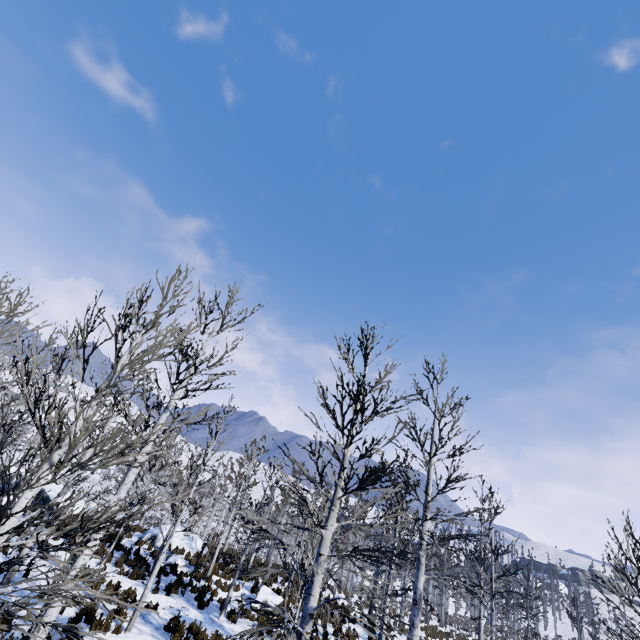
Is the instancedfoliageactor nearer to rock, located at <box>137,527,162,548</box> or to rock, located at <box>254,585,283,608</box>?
rock, located at <box>254,585,283,608</box>

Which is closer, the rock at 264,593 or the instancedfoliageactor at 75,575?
the instancedfoliageactor at 75,575

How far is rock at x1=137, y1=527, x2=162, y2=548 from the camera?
18.67m

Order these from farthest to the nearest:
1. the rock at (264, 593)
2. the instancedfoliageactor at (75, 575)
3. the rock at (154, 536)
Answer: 1. the rock at (154, 536)
2. the rock at (264, 593)
3. the instancedfoliageactor at (75, 575)

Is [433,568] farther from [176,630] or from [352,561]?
[352,561]

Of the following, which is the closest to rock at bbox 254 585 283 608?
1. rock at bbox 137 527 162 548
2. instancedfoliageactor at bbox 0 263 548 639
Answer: instancedfoliageactor at bbox 0 263 548 639
